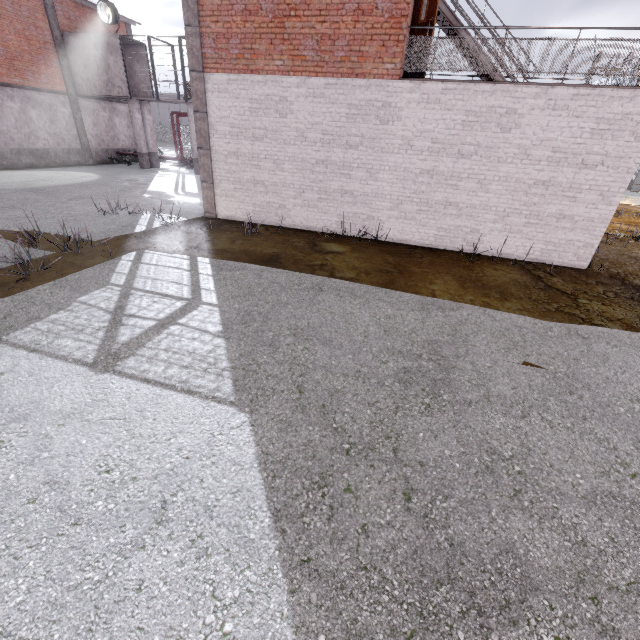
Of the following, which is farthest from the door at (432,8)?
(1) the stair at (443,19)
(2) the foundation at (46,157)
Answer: (2) the foundation at (46,157)

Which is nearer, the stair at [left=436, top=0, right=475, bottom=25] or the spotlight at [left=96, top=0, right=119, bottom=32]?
the stair at [left=436, top=0, right=475, bottom=25]

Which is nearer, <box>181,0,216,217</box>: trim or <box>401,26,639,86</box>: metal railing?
<box>401,26,639,86</box>: metal railing

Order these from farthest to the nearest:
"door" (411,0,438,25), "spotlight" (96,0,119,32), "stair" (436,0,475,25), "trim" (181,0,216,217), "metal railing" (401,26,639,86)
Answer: "spotlight" (96,0,119,32) < "stair" (436,0,475,25) < "trim" (181,0,216,217) < "door" (411,0,438,25) < "metal railing" (401,26,639,86)

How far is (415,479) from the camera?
3.0 meters

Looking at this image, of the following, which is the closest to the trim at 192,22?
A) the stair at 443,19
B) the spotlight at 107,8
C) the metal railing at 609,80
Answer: the metal railing at 609,80

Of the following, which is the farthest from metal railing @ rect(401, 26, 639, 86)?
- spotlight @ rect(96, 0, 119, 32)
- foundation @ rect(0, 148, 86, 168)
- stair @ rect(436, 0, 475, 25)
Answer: foundation @ rect(0, 148, 86, 168)

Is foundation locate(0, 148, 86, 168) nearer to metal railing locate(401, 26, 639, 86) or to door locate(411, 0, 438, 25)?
metal railing locate(401, 26, 639, 86)
